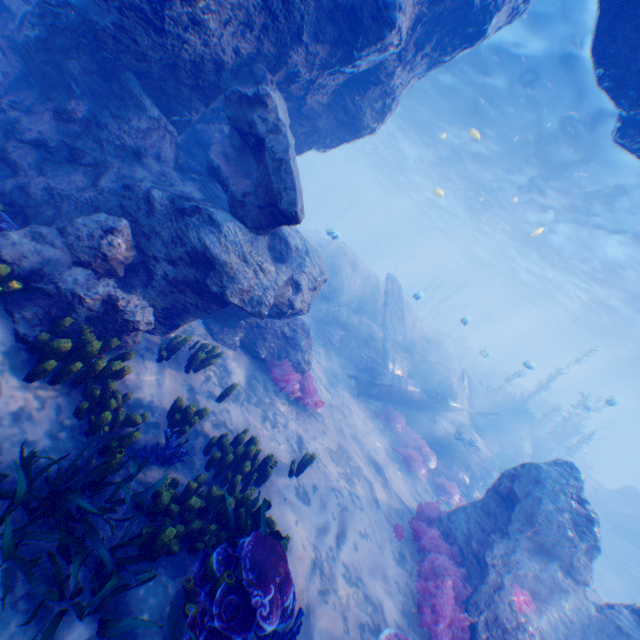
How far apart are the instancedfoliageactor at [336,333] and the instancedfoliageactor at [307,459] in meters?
8.5

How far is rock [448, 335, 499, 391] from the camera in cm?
3284

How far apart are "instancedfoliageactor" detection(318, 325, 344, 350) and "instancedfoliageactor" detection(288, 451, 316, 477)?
8.50m

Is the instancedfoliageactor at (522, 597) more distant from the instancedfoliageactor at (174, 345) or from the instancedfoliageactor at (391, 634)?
the instancedfoliageactor at (174, 345)

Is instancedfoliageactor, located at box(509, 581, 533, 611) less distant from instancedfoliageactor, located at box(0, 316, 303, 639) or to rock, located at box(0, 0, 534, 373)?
rock, located at box(0, 0, 534, 373)

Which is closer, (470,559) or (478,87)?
(470,559)

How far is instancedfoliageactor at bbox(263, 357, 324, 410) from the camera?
8.5 meters

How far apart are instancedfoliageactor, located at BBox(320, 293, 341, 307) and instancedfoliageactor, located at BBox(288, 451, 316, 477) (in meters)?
10.76
